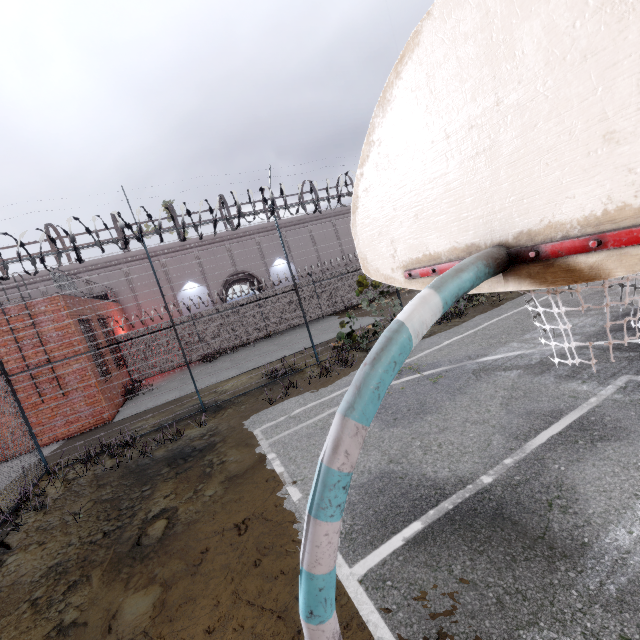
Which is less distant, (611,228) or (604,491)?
(611,228)

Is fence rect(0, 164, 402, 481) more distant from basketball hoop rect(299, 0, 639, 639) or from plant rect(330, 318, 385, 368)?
basketball hoop rect(299, 0, 639, 639)

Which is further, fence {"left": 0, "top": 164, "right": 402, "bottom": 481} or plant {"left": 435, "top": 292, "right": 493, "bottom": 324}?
plant {"left": 435, "top": 292, "right": 493, "bottom": 324}

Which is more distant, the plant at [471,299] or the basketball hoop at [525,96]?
the plant at [471,299]

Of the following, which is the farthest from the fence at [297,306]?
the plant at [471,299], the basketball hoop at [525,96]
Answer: the basketball hoop at [525,96]

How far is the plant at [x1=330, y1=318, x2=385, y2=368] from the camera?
10.40m

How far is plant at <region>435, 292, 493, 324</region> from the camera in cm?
1178
